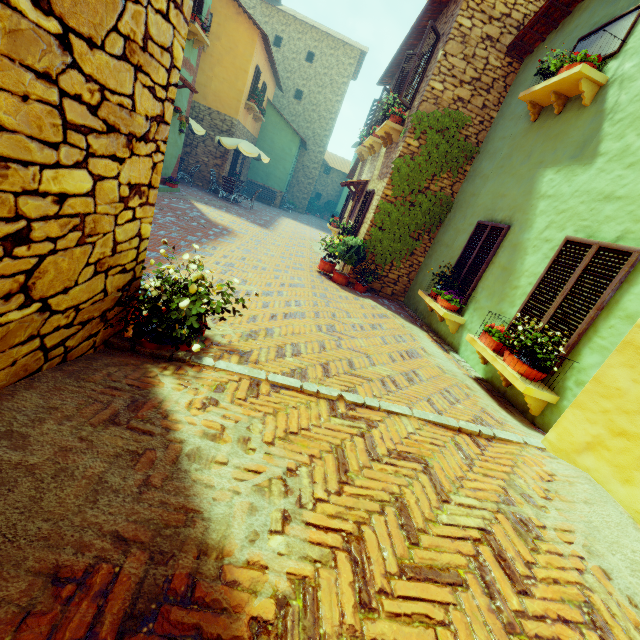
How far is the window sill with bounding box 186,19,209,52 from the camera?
9.7 meters

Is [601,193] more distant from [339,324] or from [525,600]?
[525,600]

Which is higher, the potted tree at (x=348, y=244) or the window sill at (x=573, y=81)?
the window sill at (x=573, y=81)

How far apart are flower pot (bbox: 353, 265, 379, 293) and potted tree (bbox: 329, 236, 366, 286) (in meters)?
0.68

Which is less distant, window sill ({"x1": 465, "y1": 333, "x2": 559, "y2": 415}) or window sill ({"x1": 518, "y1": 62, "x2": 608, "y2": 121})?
window sill ({"x1": 465, "y1": 333, "x2": 559, "y2": 415})

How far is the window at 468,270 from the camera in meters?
6.0

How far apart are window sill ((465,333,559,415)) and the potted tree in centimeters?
398cm

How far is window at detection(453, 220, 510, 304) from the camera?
6.0 meters
